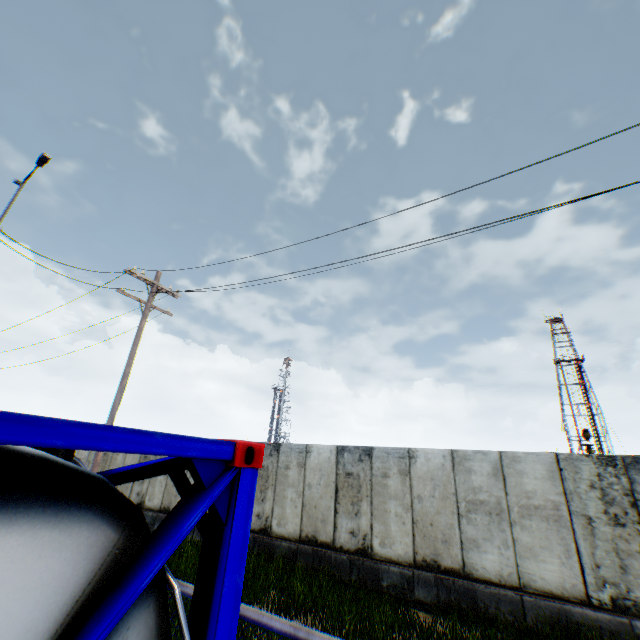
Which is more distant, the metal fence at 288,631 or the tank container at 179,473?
the metal fence at 288,631

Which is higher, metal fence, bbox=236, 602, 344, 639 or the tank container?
the tank container

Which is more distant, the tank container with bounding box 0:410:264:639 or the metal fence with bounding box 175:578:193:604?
the metal fence with bounding box 175:578:193:604

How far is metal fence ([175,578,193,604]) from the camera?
2.00m

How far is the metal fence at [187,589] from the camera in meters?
2.0 m

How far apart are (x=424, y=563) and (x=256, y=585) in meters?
4.5
